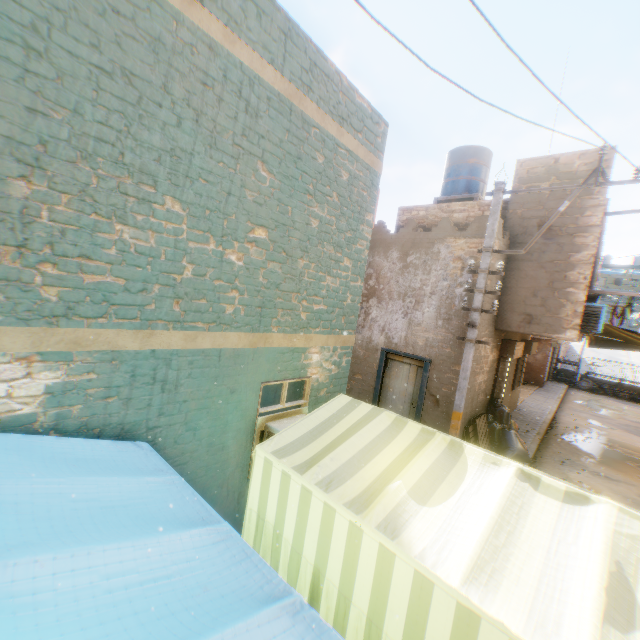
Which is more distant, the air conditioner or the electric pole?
the air conditioner

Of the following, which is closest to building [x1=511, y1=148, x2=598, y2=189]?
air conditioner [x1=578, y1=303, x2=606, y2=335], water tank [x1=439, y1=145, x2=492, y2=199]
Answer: air conditioner [x1=578, y1=303, x2=606, y2=335]

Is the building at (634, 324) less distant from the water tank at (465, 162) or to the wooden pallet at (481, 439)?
the wooden pallet at (481, 439)

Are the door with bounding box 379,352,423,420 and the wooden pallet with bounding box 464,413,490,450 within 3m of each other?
yes

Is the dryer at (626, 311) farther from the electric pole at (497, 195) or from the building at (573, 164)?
the electric pole at (497, 195)

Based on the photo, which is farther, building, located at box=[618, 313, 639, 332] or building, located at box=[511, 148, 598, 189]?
building, located at box=[618, 313, 639, 332]

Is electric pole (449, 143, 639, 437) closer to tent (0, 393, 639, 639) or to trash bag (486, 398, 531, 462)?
tent (0, 393, 639, 639)

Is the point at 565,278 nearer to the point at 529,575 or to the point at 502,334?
the point at 502,334
